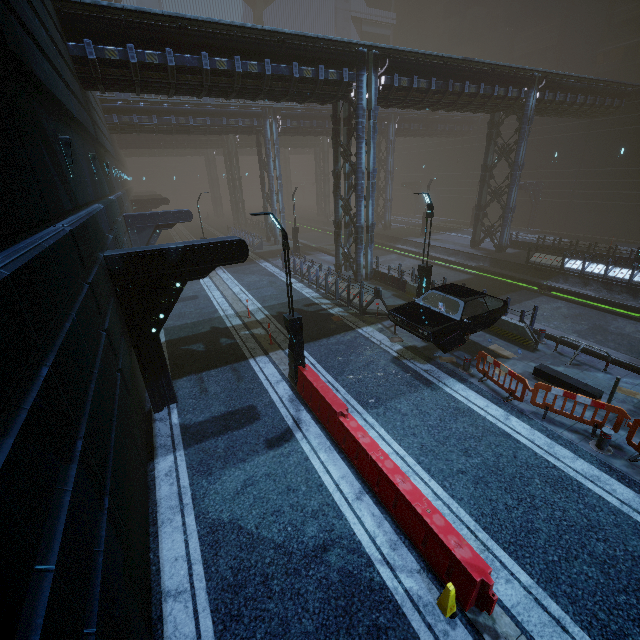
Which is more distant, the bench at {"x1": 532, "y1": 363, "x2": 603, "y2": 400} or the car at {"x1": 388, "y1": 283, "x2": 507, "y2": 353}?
the car at {"x1": 388, "y1": 283, "x2": 507, "y2": 353}

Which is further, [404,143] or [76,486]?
[404,143]

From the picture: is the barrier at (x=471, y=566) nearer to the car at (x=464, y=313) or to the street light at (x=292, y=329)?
the street light at (x=292, y=329)

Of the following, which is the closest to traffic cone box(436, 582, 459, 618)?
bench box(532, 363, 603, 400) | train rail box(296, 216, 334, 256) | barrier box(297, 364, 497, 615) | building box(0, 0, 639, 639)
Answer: barrier box(297, 364, 497, 615)

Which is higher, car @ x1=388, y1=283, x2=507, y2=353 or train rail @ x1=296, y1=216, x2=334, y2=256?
car @ x1=388, y1=283, x2=507, y2=353

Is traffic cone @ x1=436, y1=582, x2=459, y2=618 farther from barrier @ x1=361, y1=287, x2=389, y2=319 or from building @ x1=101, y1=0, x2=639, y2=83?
barrier @ x1=361, y1=287, x2=389, y2=319

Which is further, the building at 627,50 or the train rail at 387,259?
the building at 627,50

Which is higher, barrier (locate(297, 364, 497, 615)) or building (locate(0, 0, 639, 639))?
building (locate(0, 0, 639, 639))
